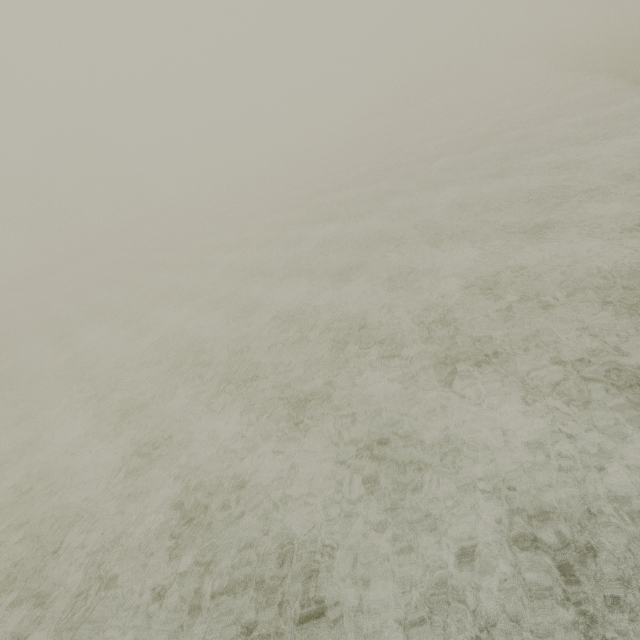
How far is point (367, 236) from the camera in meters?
12.3 m
